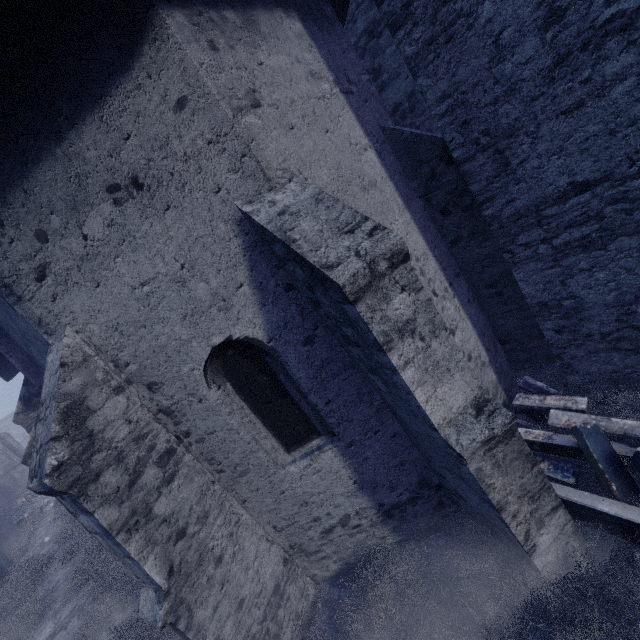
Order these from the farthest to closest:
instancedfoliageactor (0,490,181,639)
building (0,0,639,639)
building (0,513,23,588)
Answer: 1. building (0,513,23,588)
2. instancedfoliageactor (0,490,181,639)
3. building (0,0,639,639)

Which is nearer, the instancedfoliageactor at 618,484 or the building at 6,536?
the instancedfoliageactor at 618,484

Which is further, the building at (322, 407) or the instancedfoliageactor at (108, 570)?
the instancedfoliageactor at (108, 570)

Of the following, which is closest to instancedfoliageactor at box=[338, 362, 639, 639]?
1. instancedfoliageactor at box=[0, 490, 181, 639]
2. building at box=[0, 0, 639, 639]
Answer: building at box=[0, 0, 639, 639]

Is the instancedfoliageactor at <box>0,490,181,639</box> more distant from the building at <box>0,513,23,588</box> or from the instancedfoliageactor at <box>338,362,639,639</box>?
the instancedfoliageactor at <box>338,362,639,639</box>

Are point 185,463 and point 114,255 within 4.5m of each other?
yes
